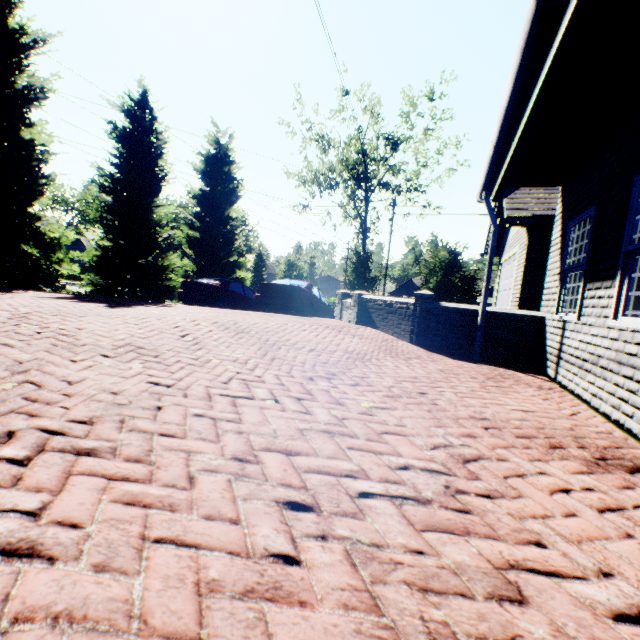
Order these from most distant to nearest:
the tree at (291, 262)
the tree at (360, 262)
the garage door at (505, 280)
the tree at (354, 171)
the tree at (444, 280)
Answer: the tree at (291, 262) → the tree at (360, 262) → the tree at (354, 171) → the tree at (444, 280) → the garage door at (505, 280)

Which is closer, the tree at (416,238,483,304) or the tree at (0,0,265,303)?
the tree at (0,0,265,303)

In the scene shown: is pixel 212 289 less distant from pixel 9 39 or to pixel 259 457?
pixel 9 39

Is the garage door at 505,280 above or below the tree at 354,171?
below

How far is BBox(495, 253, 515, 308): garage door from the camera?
10.2m

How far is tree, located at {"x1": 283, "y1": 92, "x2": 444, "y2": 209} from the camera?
29.72m

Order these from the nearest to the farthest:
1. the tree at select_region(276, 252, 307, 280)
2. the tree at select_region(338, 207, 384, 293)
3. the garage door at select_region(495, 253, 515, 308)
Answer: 1. the garage door at select_region(495, 253, 515, 308)
2. the tree at select_region(338, 207, 384, 293)
3. the tree at select_region(276, 252, 307, 280)
